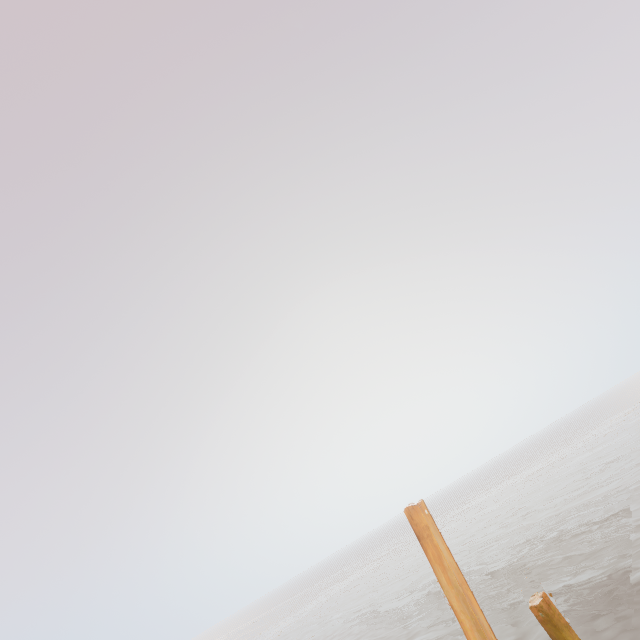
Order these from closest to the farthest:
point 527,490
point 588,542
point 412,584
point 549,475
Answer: point 588,542 < point 412,584 < point 527,490 < point 549,475

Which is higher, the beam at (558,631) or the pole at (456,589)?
the pole at (456,589)

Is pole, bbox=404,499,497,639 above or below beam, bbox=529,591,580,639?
above

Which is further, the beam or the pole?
the beam

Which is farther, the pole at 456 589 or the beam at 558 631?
the beam at 558 631
